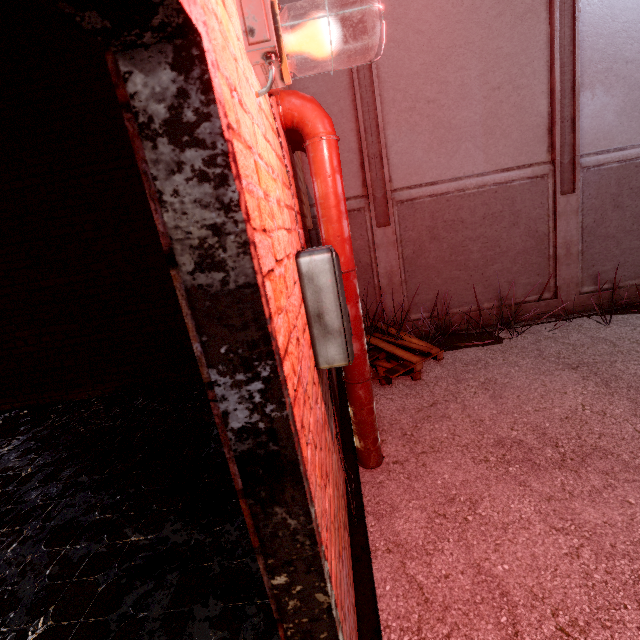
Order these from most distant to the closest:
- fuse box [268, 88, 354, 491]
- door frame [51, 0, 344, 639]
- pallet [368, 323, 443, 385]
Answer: pallet [368, 323, 443, 385]
fuse box [268, 88, 354, 491]
door frame [51, 0, 344, 639]

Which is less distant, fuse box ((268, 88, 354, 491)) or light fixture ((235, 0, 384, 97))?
light fixture ((235, 0, 384, 97))

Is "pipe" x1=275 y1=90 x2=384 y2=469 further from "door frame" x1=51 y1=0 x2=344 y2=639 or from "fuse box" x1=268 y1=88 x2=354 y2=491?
"door frame" x1=51 y1=0 x2=344 y2=639

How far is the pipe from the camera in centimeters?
185cm

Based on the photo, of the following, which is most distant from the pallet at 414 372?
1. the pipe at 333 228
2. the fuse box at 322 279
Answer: the fuse box at 322 279

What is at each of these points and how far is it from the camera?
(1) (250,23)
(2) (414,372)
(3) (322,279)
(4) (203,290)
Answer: (1) light fixture, 0.82m
(2) pallet, 3.56m
(3) fuse box, 1.50m
(4) door frame, 0.52m

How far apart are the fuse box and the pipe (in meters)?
0.21

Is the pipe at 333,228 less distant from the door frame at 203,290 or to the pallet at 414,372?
the pallet at 414,372
